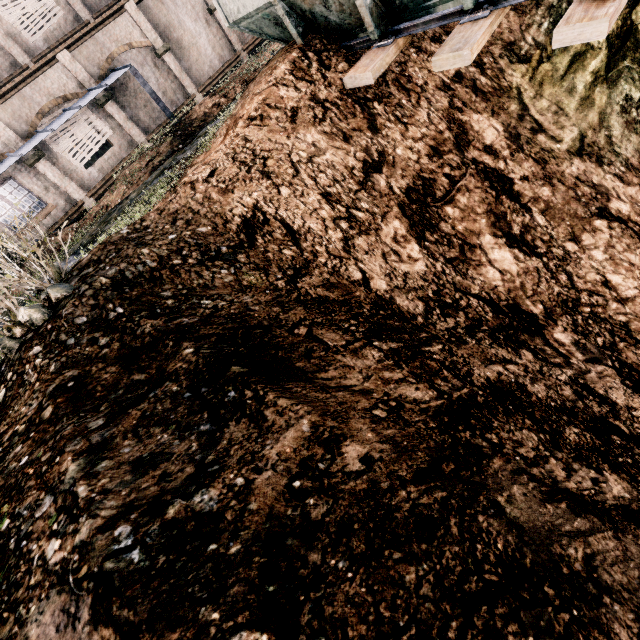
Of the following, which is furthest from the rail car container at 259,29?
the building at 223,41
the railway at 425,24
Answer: the building at 223,41

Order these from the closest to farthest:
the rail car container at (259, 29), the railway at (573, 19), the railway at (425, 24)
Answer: the railway at (573, 19), the railway at (425, 24), the rail car container at (259, 29)

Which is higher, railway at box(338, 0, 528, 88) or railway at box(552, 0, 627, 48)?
railway at box(338, 0, 528, 88)

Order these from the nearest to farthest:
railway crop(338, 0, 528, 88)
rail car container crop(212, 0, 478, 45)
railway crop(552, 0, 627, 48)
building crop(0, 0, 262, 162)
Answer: railway crop(552, 0, 627, 48)
railway crop(338, 0, 528, 88)
rail car container crop(212, 0, 478, 45)
building crop(0, 0, 262, 162)

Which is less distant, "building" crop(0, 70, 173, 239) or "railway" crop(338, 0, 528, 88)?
"railway" crop(338, 0, 528, 88)

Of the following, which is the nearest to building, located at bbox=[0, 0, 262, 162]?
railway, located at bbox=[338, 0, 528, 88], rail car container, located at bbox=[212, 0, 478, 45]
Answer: rail car container, located at bbox=[212, 0, 478, 45]

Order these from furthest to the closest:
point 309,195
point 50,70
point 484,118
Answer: point 50,70 < point 484,118 < point 309,195
